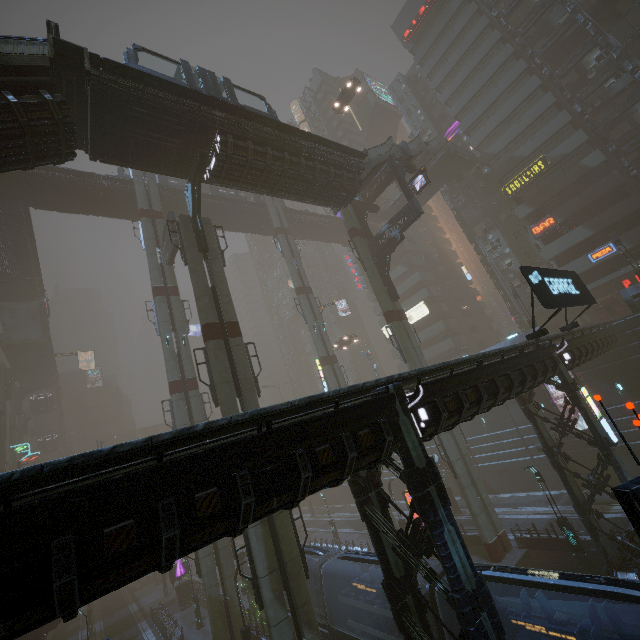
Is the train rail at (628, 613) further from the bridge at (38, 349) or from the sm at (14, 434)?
the bridge at (38, 349)

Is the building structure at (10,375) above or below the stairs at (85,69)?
above

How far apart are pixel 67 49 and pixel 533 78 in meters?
45.5

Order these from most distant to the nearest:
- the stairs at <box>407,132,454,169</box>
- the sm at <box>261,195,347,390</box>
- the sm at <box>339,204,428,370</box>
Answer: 1. the sm at <box>261,195,347,390</box>
2. the stairs at <box>407,132,454,169</box>
3. the sm at <box>339,204,428,370</box>

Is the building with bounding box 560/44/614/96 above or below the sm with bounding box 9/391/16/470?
above

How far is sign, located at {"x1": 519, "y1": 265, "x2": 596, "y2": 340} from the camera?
13.1m

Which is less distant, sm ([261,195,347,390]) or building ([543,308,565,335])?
sm ([261,195,347,390])
